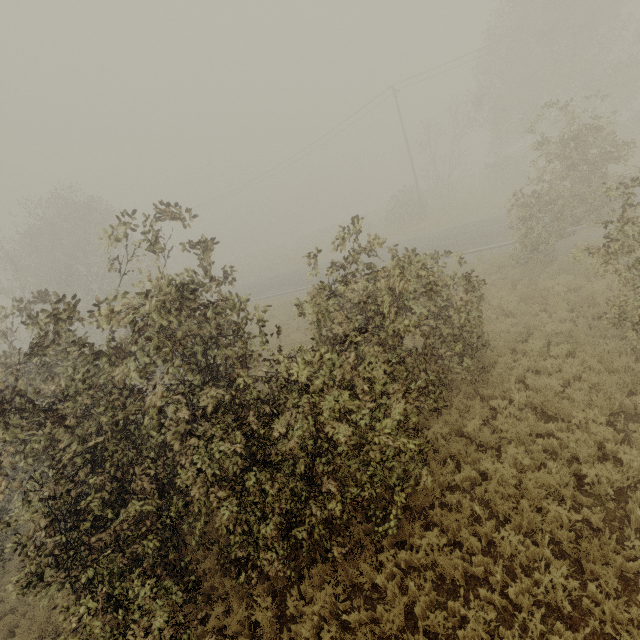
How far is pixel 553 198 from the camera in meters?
13.0 m

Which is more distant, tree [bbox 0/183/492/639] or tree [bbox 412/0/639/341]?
tree [bbox 412/0/639/341]

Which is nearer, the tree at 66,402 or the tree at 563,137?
the tree at 66,402
